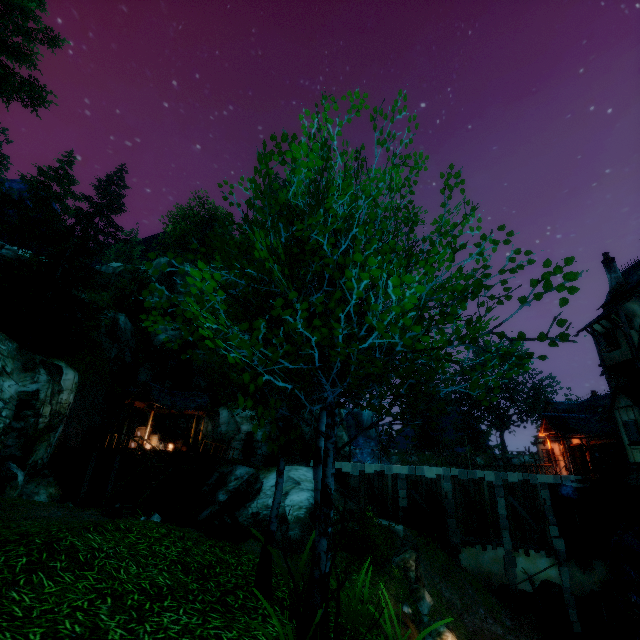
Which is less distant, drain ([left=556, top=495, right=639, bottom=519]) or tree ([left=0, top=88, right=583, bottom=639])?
tree ([left=0, top=88, right=583, bottom=639])

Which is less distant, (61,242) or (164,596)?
(164,596)

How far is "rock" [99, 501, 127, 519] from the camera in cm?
889

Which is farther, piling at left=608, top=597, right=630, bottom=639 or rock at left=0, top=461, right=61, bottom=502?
piling at left=608, top=597, right=630, bottom=639

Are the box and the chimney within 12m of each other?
yes

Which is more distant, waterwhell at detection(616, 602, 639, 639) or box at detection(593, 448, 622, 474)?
box at detection(593, 448, 622, 474)

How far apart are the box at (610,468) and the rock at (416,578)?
13.32m

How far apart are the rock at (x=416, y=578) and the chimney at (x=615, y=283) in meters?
20.9 m
